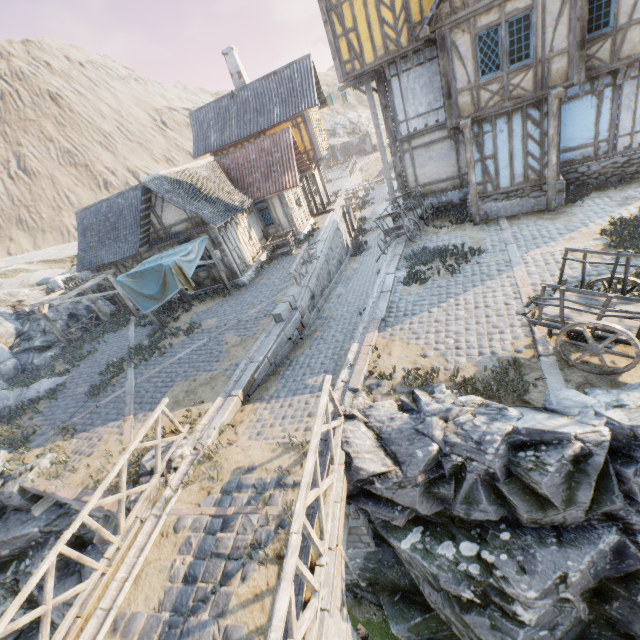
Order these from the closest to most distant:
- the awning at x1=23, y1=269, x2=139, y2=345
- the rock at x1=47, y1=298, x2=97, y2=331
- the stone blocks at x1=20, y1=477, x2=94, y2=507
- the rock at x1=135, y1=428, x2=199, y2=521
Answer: the rock at x1=135, y1=428, x2=199, y2=521
the stone blocks at x1=20, y1=477, x2=94, y2=507
the awning at x1=23, y1=269, x2=139, y2=345
the rock at x1=47, y1=298, x2=97, y2=331

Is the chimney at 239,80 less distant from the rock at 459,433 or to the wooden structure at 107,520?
the rock at 459,433

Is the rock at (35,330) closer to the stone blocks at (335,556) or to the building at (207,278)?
the stone blocks at (335,556)

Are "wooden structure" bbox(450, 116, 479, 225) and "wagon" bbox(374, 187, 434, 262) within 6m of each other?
yes

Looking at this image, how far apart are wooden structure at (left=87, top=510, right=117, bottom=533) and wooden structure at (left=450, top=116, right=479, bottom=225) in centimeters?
1525cm

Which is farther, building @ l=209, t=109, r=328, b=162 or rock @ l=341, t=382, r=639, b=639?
building @ l=209, t=109, r=328, b=162

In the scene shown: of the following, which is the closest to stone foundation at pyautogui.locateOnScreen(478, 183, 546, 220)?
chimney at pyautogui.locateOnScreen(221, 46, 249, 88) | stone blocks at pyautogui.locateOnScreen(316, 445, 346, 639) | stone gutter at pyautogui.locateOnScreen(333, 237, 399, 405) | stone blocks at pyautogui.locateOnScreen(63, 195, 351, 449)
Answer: stone blocks at pyautogui.locateOnScreen(63, 195, 351, 449)

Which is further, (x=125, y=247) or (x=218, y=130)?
(x=218, y=130)
